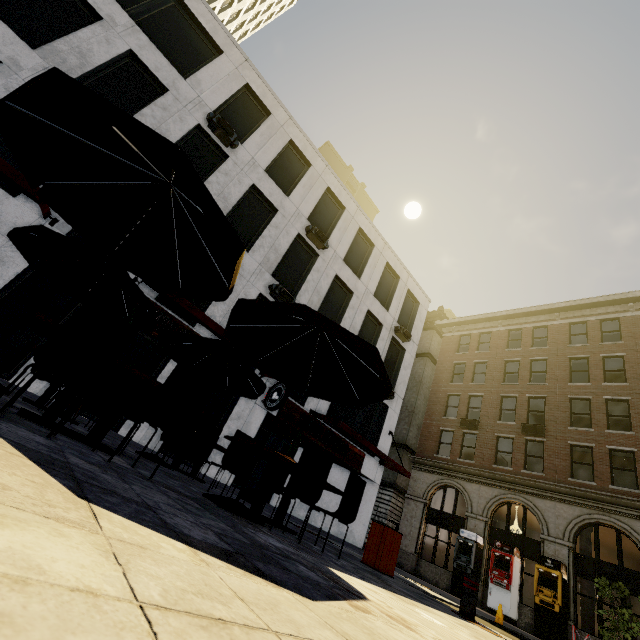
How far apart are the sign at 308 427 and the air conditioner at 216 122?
10.8 meters

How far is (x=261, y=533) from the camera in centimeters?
310cm

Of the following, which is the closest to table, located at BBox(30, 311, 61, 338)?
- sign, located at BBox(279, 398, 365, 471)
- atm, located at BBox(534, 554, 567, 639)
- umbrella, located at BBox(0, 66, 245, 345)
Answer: umbrella, located at BBox(0, 66, 245, 345)

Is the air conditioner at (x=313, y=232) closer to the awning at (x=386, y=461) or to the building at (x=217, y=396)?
the building at (x=217, y=396)

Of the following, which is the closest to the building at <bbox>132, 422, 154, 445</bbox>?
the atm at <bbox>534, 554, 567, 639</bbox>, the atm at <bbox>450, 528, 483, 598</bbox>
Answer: the atm at <bbox>450, 528, 483, 598</bbox>

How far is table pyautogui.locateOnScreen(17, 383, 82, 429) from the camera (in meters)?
3.18

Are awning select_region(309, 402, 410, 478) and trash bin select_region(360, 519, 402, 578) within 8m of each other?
yes

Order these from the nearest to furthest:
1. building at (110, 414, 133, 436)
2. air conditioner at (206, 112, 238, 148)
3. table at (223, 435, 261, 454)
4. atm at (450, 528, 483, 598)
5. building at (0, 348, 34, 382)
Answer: table at (223, 435, 261, 454) < building at (0, 348, 34, 382) < building at (110, 414, 133, 436) < air conditioner at (206, 112, 238, 148) < atm at (450, 528, 483, 598)
